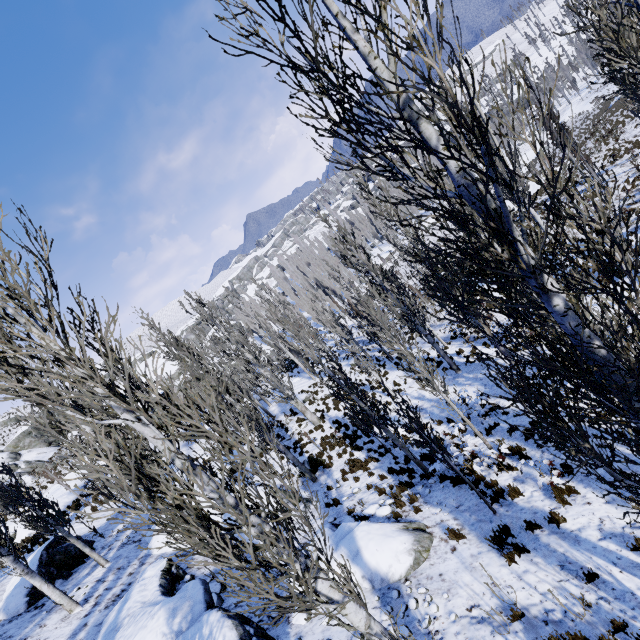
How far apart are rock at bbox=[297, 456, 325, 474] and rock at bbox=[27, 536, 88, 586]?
8.4m

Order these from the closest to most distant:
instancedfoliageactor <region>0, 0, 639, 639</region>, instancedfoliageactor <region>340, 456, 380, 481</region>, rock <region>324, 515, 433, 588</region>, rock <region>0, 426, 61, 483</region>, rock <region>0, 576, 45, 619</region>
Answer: instancedfoliageactor <region>0, 0, 639, 639</region> < rock <region>324, 515, 433, 588</region> < rock <region>0, 576, 45, 619</region> < instancedfoliageactor <region>340, 456, 380, 481</region> < rock <region>0, 426, 61, 483</region>

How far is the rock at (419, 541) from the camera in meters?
6.7

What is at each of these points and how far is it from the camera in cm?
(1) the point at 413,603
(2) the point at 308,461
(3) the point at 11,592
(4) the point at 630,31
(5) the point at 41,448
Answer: (1) instancedfoliageactor, 578
(2) rock, 1523
(3) rock, 1030
(4) instancedfoliageactor, 498
(5) rock, 4338

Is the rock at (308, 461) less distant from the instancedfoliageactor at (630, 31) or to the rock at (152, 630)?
the instancedfoliageactor at (630, 31)

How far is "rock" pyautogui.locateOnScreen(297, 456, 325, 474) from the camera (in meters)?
15.12

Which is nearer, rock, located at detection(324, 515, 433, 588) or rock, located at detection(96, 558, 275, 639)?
rock, located at detection(96, 558, 275, 639)

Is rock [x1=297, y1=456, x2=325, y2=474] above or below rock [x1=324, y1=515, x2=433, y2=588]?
below
